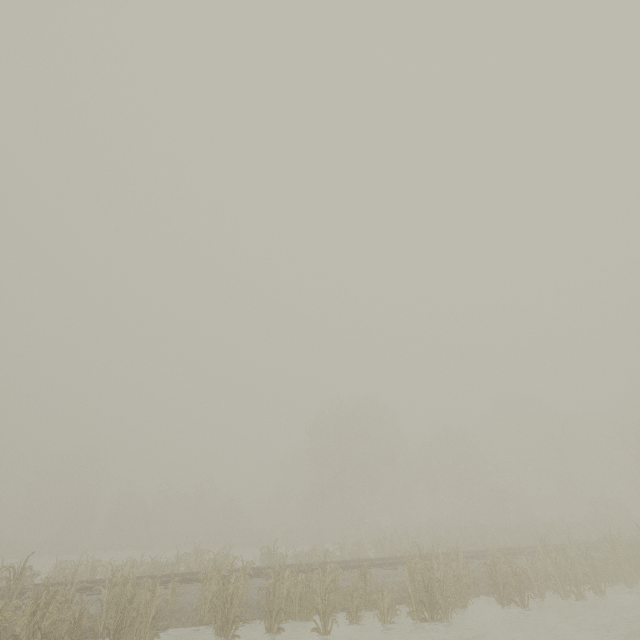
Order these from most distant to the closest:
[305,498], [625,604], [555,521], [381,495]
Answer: [381,495] < [305,498] < [555,521] < [625,604]
